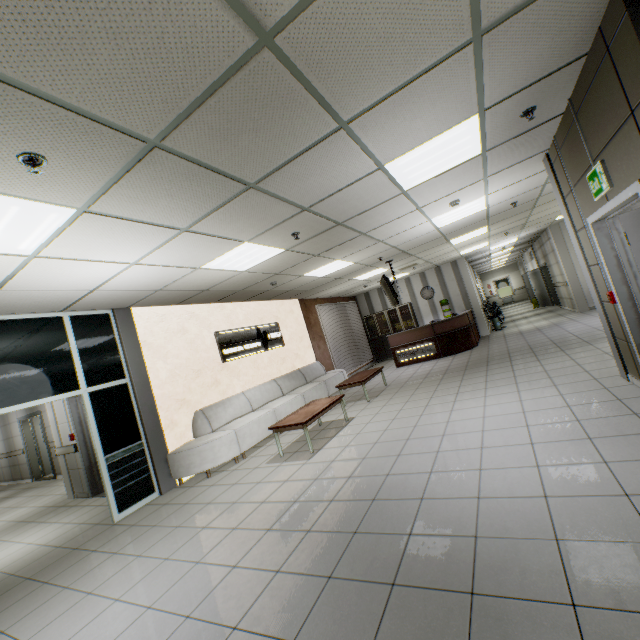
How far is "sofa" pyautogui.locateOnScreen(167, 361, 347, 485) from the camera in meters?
5.5 m

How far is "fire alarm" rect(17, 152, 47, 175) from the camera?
1.9 meters

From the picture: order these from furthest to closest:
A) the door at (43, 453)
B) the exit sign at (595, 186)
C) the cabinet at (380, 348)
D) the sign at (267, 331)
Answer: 1. the cabinet at (380, 348)
2. the door at (43, 453)
3. the sign at (267, 331)
4. the exit sign at (595, 186)

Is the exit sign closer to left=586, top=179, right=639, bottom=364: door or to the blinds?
left=586, top=179, right=639, bottom=364: door

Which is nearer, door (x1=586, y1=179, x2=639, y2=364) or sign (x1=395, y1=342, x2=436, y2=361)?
door (x1=586, y1=179, x2=639, y2=364)

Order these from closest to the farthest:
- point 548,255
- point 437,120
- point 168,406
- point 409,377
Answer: point 437,120 → point 168,406 → point 409,377 → point 548,255

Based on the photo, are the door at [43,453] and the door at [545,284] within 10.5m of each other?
no

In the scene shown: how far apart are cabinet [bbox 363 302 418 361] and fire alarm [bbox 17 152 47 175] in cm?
1292
